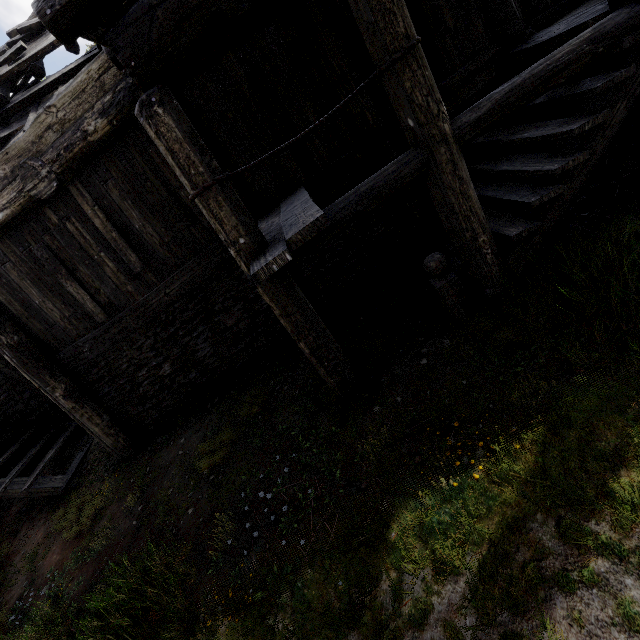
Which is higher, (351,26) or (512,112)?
(351,26)

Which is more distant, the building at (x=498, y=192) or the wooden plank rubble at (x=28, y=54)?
the wooden plank rubble at (x=28, y=54)

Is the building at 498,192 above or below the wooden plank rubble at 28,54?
below

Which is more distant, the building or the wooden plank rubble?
the wooden plank rubble

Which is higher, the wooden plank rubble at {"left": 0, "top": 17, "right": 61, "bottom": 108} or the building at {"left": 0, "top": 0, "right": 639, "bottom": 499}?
the wooden plank rubble at {"left": 0, "top": 17, "right": 61, "bottom": 108}
